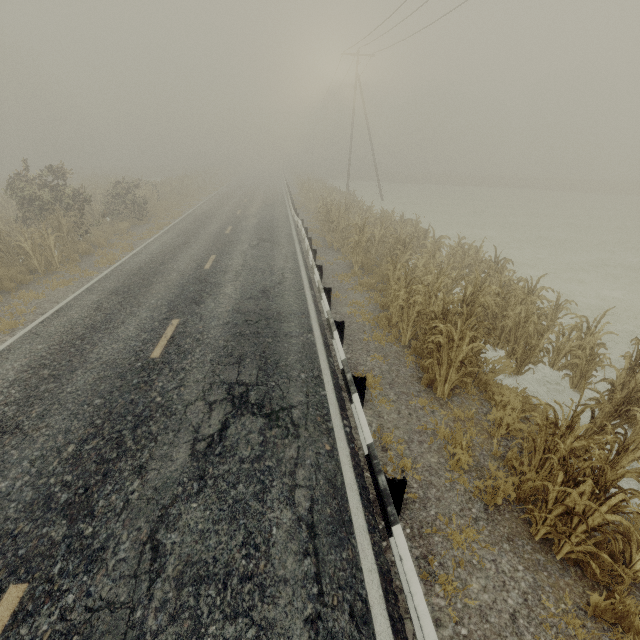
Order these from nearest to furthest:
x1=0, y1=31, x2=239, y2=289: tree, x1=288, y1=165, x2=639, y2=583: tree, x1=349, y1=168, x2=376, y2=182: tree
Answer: x1=288, y1=165, x2=639, y2=583: tree → x1=0, y1=31, x2=239, y2=289: tree → x1=349, y1=168, x2=376, y2=182: tree

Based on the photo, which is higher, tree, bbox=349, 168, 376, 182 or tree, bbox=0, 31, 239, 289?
tree, bbox=349, 168, 376, 182

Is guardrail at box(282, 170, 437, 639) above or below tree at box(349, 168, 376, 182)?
below

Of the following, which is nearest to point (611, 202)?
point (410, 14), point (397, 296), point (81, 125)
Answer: point (410, 14)

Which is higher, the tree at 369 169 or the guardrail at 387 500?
the tree at 369 169

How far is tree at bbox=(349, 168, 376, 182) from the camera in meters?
55.4

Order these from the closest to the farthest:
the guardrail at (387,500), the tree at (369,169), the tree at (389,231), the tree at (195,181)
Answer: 1. the guardrail at (387,500)
2. the tree at (389,231)
3. the tree at (195,181)
4. the tree at (369,169)
